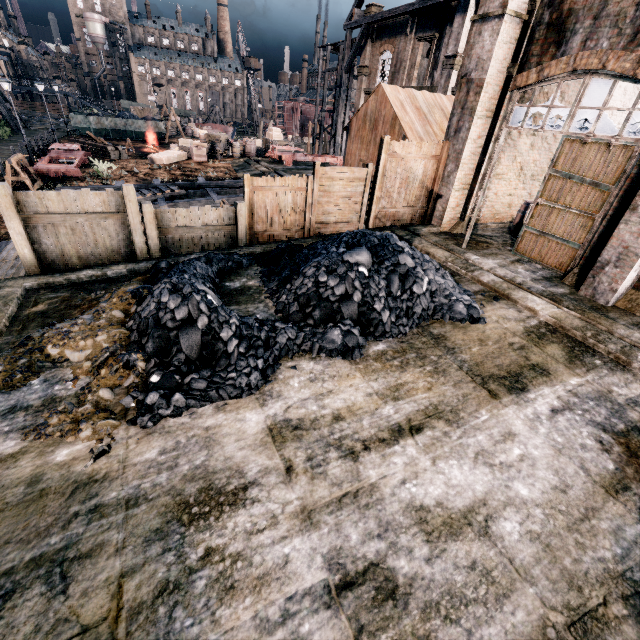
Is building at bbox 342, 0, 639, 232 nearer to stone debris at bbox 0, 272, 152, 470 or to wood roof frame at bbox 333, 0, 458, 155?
stone debris at bbox 0, 272, 152, 470

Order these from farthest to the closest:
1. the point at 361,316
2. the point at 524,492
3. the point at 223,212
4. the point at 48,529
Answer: the point at 223,212 → the point at 361,316 → the point at 524,492 → the point at 48,529

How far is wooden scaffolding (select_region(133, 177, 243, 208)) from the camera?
17.3 meters

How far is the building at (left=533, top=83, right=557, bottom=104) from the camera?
11.4 meters

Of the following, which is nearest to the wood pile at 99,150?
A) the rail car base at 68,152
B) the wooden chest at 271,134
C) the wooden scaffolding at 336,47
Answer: the rail car base at 68,152

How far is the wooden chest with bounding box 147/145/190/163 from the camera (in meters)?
27.89

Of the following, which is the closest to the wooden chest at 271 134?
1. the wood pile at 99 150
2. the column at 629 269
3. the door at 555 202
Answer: the wood pile at 99 150

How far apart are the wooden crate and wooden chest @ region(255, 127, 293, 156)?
7.9m
